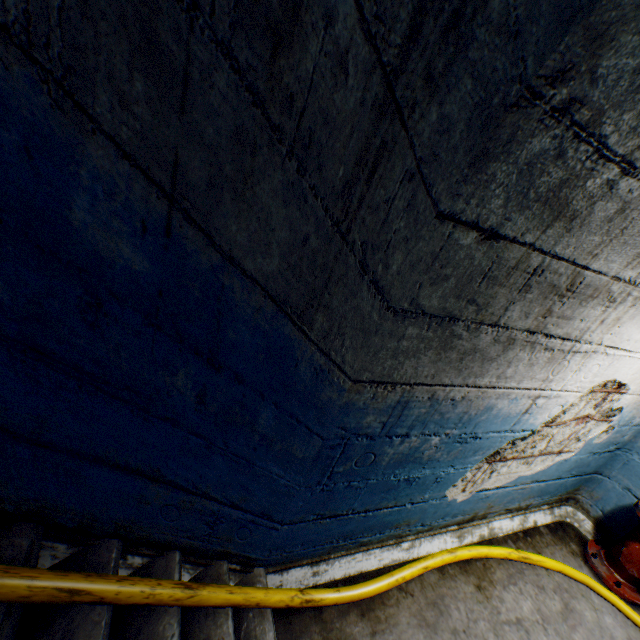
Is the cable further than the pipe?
No

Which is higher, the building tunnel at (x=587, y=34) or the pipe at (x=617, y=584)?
the building tunnel at (x=587, y=34)

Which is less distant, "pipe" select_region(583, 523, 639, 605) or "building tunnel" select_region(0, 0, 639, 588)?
"building tunnel" select_region(0, 0, 639, 588)

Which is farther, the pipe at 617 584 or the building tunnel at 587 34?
the pipe at 617 584

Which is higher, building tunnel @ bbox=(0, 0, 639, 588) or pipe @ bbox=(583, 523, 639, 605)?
building tunnel @ bbox=(0, 0, 639, 588)

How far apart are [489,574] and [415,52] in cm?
330
